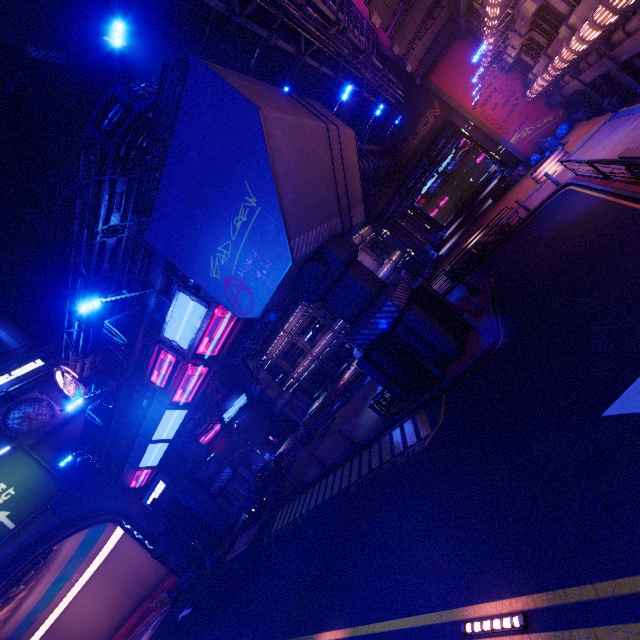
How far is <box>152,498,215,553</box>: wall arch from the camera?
28.2 meters

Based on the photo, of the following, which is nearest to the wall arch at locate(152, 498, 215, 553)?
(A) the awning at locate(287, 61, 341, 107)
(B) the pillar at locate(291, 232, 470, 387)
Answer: (B) the pillar at locate(291, 232, 470, 387)

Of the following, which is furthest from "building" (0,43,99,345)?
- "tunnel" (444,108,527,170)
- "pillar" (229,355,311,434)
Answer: "tunnel" (444,108,527,170)

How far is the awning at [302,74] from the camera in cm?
2475

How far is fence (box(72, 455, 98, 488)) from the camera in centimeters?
2370cm

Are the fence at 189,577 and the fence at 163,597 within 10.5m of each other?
yes

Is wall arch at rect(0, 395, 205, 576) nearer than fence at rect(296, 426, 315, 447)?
Yes

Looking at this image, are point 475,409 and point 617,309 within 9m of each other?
yes
